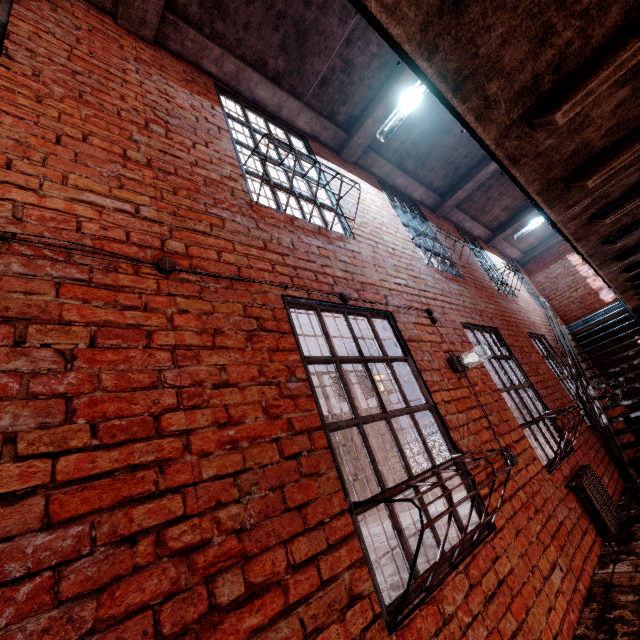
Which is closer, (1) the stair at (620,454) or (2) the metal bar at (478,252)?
(1) the stair at (620,454)

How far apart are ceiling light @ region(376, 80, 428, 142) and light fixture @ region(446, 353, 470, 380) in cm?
318

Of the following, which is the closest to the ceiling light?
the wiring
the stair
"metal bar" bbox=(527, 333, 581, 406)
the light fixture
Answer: the wiring

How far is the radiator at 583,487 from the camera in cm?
345

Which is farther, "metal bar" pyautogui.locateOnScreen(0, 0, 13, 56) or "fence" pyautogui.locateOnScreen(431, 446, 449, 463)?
"fence" pyautogui.locateOnScreen(431, 446, 449, 463)

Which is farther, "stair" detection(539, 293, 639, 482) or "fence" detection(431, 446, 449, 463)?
"fence" detection(431, 446, 449, 463)

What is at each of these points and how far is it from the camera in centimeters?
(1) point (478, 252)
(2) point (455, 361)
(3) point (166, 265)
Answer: (1) metal bar, 820cm
(2) light fixture, 342cm
(3) wiring, 180cm

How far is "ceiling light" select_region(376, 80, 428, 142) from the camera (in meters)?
4.21
